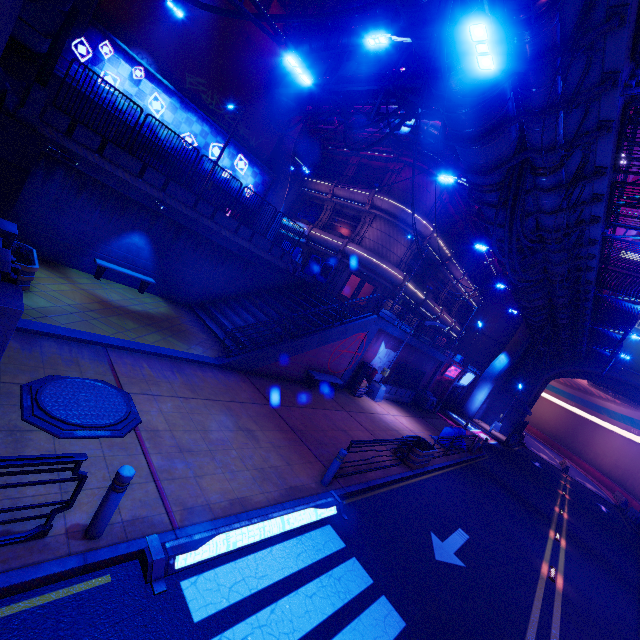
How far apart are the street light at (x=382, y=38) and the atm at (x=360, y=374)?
13.93m

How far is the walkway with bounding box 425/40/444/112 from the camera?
7.3 meters

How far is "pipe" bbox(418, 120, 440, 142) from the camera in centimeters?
2172cm

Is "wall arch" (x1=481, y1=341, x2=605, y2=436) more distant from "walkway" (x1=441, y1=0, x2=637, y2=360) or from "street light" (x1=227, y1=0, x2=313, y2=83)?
"street light" (x1=227, y1=0, x2=313, y2=83)

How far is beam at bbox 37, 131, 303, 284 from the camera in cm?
1180

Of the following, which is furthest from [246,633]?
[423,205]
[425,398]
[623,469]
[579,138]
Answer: [623,469]

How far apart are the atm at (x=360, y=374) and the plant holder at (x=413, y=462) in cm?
440

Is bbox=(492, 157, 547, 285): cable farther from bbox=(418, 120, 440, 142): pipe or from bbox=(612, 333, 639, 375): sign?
bbox=(612, 333, 639, 375): sign
